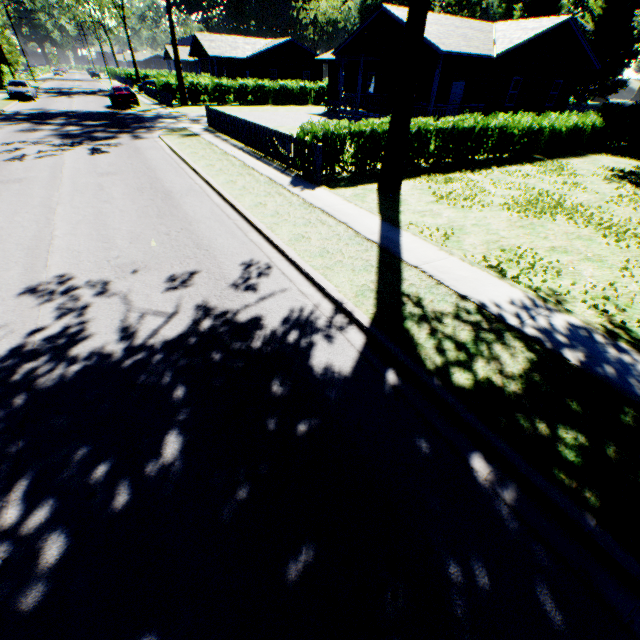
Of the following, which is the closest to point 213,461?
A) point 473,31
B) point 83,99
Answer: point 473,31

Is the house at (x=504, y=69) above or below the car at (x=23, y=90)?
above

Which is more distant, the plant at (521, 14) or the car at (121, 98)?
the plant at (521, 14)

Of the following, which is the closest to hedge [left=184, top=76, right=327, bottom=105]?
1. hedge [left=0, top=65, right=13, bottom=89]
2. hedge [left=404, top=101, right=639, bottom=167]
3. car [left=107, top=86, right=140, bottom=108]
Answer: car [left=107, top=86, right=140, bottom=108]

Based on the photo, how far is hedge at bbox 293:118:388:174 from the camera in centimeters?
1145cm

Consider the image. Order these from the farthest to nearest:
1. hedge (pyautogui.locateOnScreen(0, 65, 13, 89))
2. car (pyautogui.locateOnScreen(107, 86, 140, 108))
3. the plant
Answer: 1. the plant
2. hedge (pyautogui.locateOnScreen(0, 65, 13, 89))
3. car (pyautogui.locateOnScreen(107, 86, 140, 108))

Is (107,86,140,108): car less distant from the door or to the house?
the house

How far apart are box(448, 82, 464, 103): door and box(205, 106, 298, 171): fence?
16.14m
